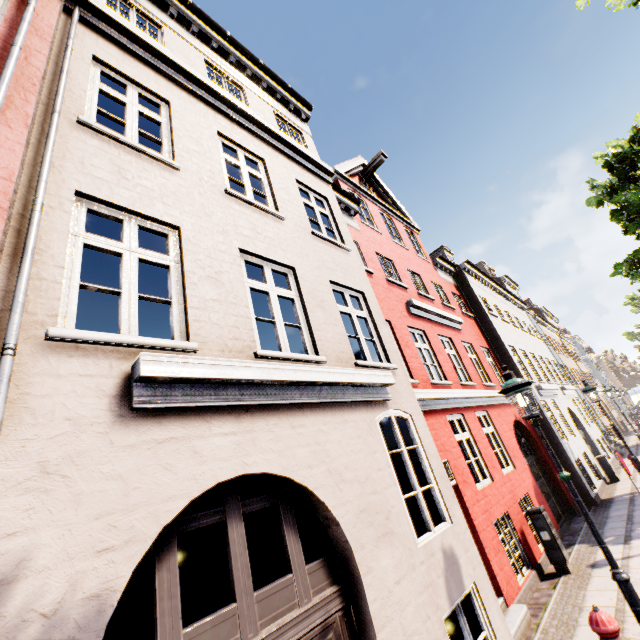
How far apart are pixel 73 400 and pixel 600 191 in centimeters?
2139cm

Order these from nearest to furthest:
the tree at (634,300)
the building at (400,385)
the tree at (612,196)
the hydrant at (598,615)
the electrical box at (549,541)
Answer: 1. the building at (400,385)
2. the hydrant at (598,615)
3. the electrical box at (549,541)
4. the tree at (612,196)
5. the tree at (634,300)

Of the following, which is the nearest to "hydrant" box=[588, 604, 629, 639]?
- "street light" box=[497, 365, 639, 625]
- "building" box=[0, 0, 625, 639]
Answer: "street light" box=[497, 365, 639, 625]

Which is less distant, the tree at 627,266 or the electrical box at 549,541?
the electrical box at 549,541

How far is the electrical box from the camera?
7.25m

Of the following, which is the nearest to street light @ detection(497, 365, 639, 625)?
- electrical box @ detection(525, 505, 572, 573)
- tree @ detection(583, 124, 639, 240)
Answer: electrical box @ detection(525, 505, 572, 573)

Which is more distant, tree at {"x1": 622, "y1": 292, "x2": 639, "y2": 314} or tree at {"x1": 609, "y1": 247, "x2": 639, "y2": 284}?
tree at {"x1": 622, "y1": 292, "x2": 639, "y2": 314}

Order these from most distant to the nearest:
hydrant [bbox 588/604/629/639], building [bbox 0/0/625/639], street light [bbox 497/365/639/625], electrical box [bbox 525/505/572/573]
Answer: electrical box [bbox 525/505/572/573]
street light [bbox 497/365/639/625]
hydrant [bbox 588/604/629/639]
building [bbox 0/0/625/639]
